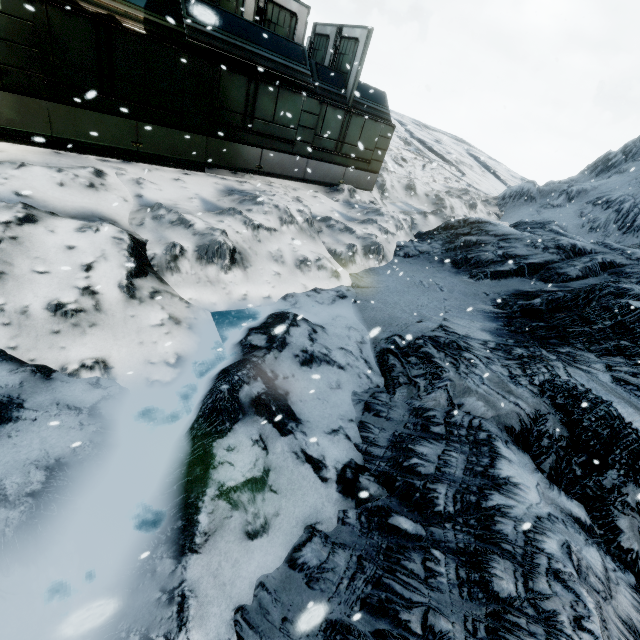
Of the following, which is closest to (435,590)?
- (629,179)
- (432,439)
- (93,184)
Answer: (432,439)
